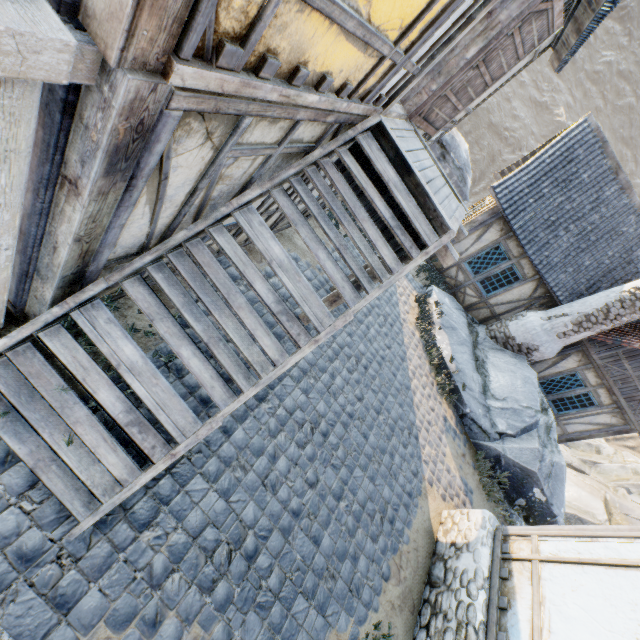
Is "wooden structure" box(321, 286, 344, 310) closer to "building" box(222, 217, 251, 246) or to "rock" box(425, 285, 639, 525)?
"building" box(222, 217, 251, 246)

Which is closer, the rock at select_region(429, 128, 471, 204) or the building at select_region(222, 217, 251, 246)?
the building at select_region(222, 217, 251, 246)

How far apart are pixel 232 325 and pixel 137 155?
1.8m

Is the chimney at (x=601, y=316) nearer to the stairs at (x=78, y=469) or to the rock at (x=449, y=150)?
the rock at (x=449, y=150)

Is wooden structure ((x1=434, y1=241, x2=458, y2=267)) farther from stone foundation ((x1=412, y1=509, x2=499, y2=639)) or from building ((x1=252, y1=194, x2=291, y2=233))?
stone foundation ((x1=412, y1=509, x2=499, y2=639))

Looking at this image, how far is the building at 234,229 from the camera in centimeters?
418cm

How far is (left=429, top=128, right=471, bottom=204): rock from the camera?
12.0 meters

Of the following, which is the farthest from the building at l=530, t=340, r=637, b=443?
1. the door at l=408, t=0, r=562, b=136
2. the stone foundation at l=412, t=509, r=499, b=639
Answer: the door at l=408, t=0, r=562, b=136
